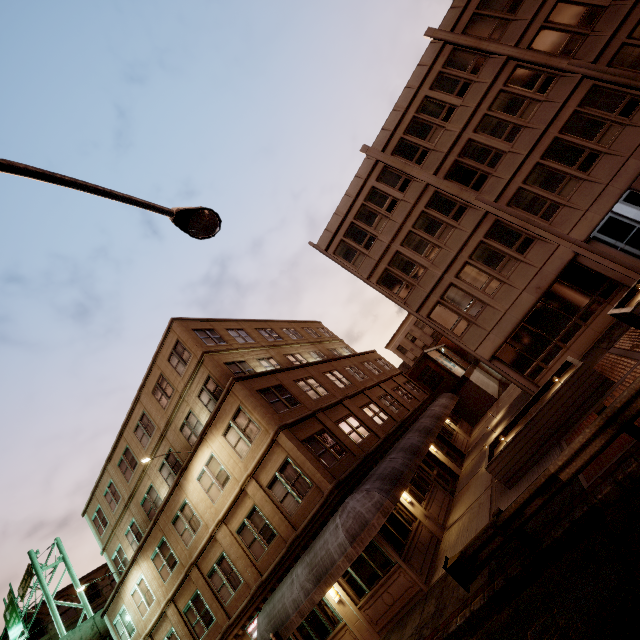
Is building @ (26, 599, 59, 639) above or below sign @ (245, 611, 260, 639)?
above

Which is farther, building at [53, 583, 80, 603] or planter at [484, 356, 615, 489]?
building at [53, 583, 80, 603]

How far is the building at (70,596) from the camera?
44.62m

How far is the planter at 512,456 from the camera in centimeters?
1036cm

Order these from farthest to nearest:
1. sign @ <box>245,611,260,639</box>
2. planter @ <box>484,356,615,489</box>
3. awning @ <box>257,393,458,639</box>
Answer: sign @ <box>245,611,260,639</box> < awning @ <box>257,393,458,639</box> < planter @ <box>484,356,615,489</box>

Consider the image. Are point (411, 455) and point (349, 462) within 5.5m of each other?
yes

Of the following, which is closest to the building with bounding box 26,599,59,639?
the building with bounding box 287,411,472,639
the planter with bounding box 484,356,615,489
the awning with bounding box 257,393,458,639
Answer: the building with bounding box 287,411,472,639

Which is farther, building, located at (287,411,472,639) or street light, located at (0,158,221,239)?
building, located at (287,411,472,639)
